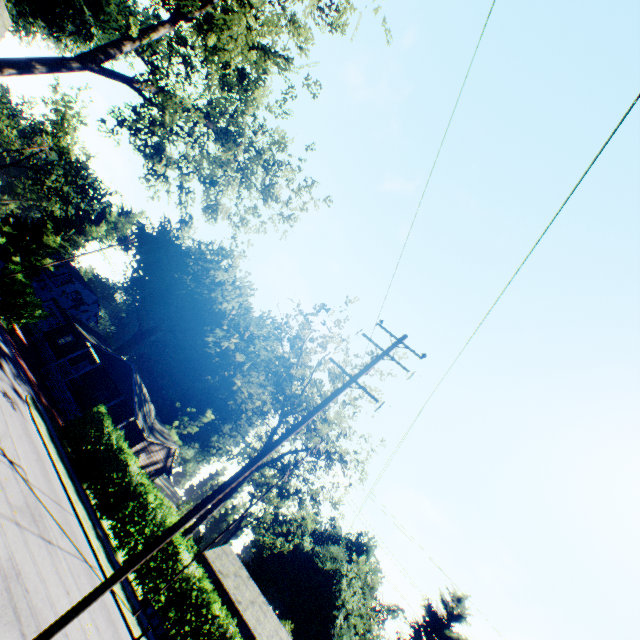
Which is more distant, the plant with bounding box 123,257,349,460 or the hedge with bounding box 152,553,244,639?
the plant with bounding box 123,257,349,460

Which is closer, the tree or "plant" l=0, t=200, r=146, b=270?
the tree

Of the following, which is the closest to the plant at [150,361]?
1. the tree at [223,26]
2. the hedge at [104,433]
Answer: the hedge at [104,433]

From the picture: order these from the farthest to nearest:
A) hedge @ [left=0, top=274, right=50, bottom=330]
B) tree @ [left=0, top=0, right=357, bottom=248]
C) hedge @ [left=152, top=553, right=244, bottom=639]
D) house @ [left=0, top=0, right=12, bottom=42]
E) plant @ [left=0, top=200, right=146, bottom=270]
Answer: plant @ [left=0, top=200, right=146, bottom=270], hedge @ [left=0, top=274, right=50, bottom=330], house @ [left=0, top=0, right=12, bottom=42], hedge @ [left=152, top=553, right=244, bottom=639], tree @ [left=0, top=0, right=357, bottom=248]

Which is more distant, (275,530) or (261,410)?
(275,530)

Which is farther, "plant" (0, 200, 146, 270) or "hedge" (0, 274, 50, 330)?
"plant" (0, 200, 146, 270)

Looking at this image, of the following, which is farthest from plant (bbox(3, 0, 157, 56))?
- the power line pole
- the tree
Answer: the power line pole

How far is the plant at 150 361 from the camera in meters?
35.0
